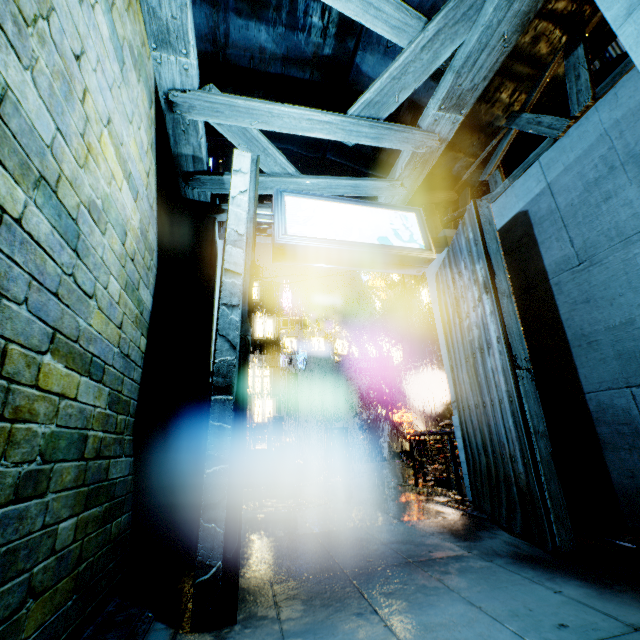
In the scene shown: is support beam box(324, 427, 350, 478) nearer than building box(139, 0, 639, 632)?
No

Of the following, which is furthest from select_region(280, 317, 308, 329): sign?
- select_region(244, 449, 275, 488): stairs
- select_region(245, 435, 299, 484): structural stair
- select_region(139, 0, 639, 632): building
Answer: select_region(244, 449, 275, 488): stairs

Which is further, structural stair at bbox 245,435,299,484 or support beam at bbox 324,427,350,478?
support beam at bbox 324,427,350,478

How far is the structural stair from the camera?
12.51m

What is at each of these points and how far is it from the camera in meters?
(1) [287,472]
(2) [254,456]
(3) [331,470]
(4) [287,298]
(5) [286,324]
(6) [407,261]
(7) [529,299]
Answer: (1) structural stair, 12.8 m
(2) stairs, 14.1 m
(3) support beam, 16.0 m
(4) sign, 37.0 m
(5) sign, 25.4 m
(6) sign, 5.4 m
(7) building, 6.2 m

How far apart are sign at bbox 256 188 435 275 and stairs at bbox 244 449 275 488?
10.2 meters

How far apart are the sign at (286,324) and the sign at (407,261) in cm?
1956

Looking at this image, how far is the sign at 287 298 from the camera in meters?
36.4
